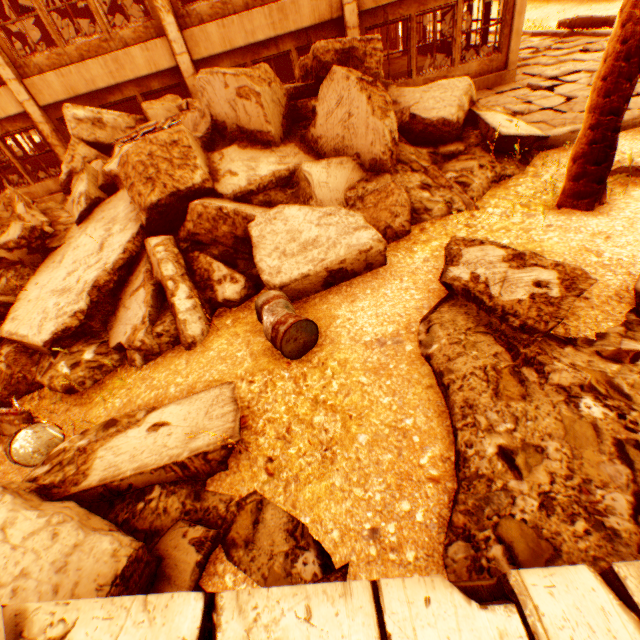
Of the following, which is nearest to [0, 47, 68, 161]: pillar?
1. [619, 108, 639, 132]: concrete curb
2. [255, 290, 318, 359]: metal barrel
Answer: [255, 290, 318, 359]: metal barrel

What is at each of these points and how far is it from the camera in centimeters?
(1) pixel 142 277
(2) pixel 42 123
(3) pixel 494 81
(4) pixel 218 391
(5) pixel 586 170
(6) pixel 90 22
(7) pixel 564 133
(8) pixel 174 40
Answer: (1) rock pile, 564cm
(2) pillar, 1011cm
(3) wall corner piece, 1055cm
(4) rock pile, 380cm
(5) rubble, 462cm
(6) pillar, 1380cm
(7) concrete curb, 675cm
(8) pillar, 911cm

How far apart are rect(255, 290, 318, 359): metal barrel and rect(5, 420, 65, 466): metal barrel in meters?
2.3 m

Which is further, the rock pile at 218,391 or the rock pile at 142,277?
the rock pile at 142,277

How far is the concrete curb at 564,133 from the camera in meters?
6.8

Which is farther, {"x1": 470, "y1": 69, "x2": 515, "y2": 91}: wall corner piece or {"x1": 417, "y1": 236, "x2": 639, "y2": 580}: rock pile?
{"x1": 470, "y1": 69, "x2": 515, "y2": 91}: wall corner piece

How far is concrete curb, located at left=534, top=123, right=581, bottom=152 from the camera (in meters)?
6.75

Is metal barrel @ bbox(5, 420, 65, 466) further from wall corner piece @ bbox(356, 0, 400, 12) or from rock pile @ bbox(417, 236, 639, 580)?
wall corner piece @ bbox(356, 0, 400, 12)
